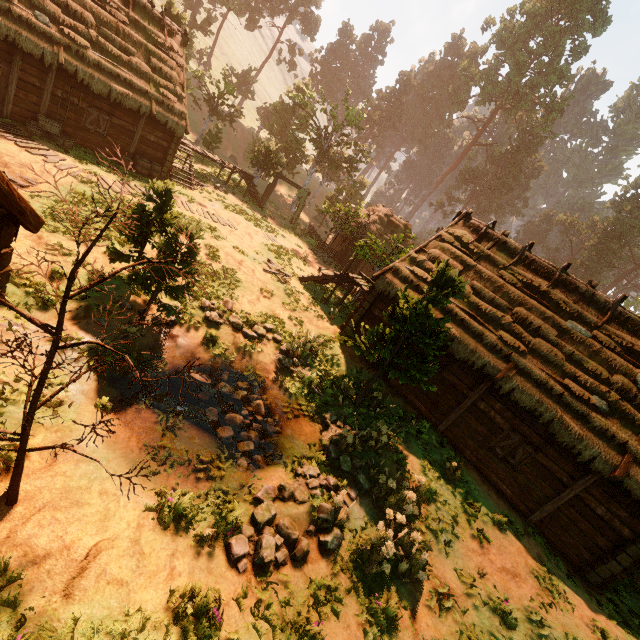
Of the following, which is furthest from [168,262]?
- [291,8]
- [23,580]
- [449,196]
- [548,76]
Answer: [548,76]

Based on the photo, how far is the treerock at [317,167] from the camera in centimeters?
2823cm

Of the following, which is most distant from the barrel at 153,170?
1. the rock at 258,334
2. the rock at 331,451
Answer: the rock at 331,451

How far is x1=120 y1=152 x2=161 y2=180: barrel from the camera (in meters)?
17.88

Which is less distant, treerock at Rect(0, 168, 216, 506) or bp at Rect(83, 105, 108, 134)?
treerock at Rect(0, 168, 216, 506)

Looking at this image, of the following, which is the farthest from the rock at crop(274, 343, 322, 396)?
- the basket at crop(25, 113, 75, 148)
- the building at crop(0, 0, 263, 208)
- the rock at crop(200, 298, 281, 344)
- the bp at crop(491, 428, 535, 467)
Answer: the basket at crop(25, 113, 75, 148)

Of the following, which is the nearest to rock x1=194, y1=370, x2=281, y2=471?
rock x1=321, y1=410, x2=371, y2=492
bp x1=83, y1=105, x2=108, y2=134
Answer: rock x1=321, y1=410, x2=371, y2=492

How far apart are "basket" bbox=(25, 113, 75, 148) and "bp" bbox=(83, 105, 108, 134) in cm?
111
